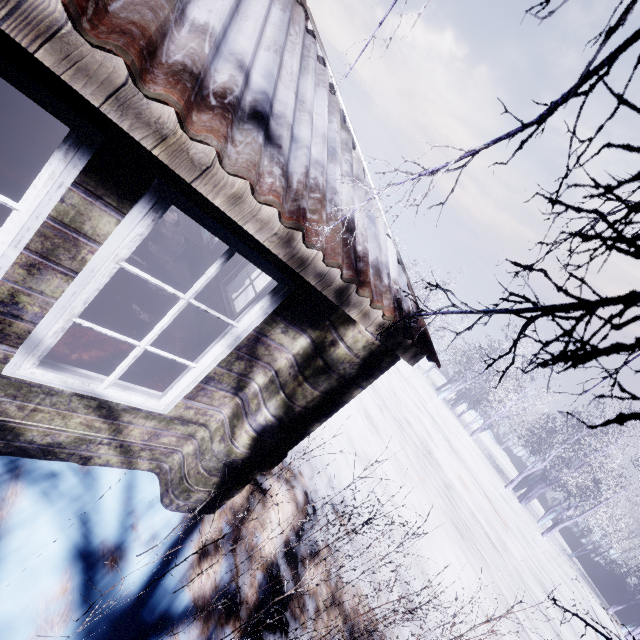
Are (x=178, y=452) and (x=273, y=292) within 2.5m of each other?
yes

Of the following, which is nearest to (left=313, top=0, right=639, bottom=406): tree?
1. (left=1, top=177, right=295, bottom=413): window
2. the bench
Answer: (left=1, top=177, right=295, bottom=413): window

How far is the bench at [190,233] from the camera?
5.30m

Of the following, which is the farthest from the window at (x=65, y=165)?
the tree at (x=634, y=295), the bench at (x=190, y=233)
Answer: the bench at (x=190, y=233)

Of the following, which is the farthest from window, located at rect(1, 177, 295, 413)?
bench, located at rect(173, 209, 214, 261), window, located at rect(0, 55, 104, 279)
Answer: bench, located at rect(173, 209, 214, 261)

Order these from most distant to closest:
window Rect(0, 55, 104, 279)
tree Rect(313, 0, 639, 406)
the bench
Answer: the bench, window Rect(0, 55, 104, 279), tree Rect(313, 0, 639, 406)

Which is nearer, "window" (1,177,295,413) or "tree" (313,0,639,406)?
"tree" (313,0,639,406)
